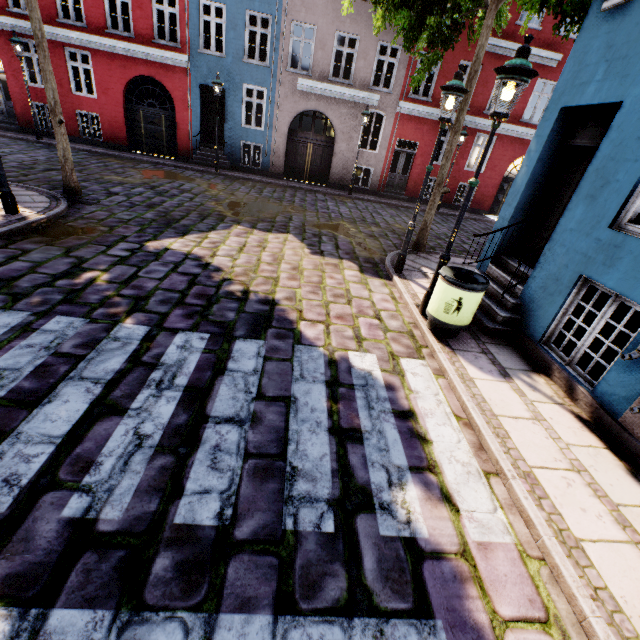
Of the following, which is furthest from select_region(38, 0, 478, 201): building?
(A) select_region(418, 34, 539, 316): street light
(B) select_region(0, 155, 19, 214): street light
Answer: (B) select_region(0, 155, 19, 214): street light

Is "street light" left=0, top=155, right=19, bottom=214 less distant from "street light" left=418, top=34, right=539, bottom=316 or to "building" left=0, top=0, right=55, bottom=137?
"building" left=0, top=0, right=55, bottom=137

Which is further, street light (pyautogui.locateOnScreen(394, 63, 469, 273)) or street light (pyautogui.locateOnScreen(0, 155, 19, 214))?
street light (pyautogui.locateOnScreen(0, 155, 19, 214))

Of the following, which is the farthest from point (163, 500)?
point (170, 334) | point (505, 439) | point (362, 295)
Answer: point (362, 295)

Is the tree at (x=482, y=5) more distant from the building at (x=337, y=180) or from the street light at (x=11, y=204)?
the street light at (x=11, y=204)

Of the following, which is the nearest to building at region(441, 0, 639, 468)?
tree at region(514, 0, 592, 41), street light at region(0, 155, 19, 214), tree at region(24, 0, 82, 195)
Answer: tree at region(514, 0, 592, 41)

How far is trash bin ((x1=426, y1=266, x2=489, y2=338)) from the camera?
4.7m

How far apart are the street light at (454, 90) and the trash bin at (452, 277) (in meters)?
2.06
